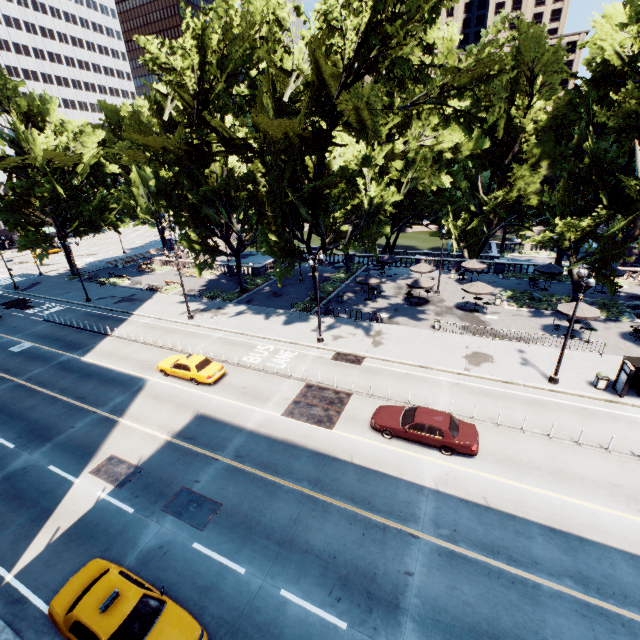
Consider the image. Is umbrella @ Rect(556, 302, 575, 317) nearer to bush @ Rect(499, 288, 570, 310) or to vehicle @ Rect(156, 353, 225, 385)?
bush @ Rect(499, 288, 570, 310)

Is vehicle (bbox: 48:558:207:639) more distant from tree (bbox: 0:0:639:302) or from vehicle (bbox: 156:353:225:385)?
tree (bbox: 0:0:639:302)

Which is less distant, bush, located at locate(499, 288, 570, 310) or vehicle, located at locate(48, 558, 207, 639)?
vehicle, located at locate(48, 558, 207, 639)

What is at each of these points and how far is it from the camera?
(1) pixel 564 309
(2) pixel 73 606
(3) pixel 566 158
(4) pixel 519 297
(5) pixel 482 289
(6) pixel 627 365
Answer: (1) umbrella, 24.89m
(2) vehicle, 9.79m
(3) tree, 28.83m
(4) bush, 32.88m
(5) umbrella, 29.53m
(6) bus stop, 18.22m

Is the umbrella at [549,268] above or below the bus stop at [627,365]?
above

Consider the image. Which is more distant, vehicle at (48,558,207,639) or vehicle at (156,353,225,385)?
vehicle at (156,353,225,385)

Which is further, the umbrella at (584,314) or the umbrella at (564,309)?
the umbrella at (564,309)

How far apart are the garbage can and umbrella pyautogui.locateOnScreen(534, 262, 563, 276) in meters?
17.8
